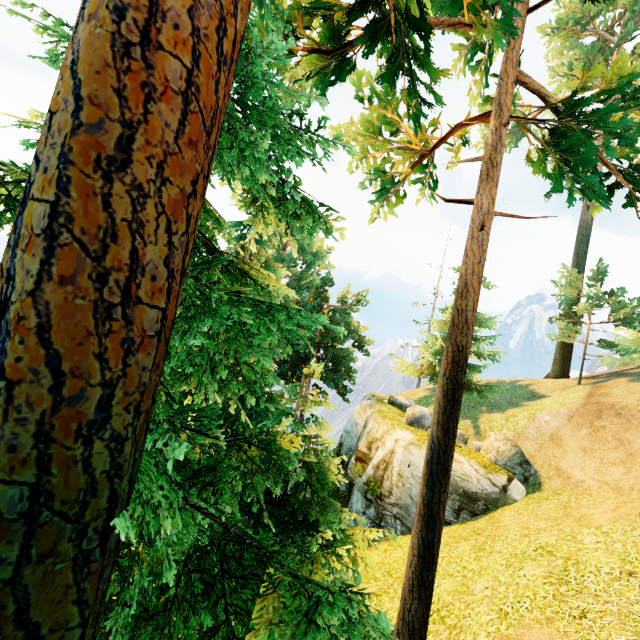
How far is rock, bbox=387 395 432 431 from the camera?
19.22m

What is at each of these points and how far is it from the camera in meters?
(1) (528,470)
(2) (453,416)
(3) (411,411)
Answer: (1) rock, 15.2
(2) tree, 6.7
(3) rock, 19.7

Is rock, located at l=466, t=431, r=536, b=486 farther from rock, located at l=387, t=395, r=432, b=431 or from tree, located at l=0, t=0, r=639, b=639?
tree, located at l=0, t=0, r=639, b=639

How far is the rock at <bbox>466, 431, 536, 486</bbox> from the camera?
15.2m

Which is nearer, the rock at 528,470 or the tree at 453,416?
the tree at 453,416

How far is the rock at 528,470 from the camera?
15.2m
